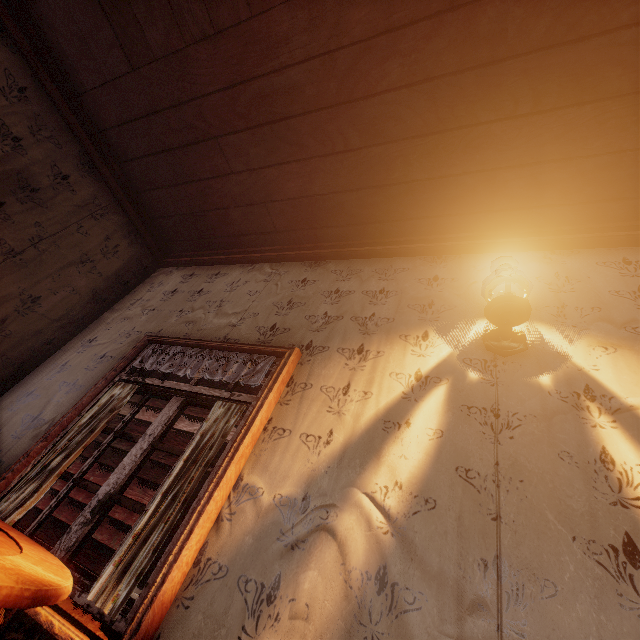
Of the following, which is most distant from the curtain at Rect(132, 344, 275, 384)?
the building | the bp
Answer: the bp

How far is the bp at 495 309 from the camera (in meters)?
1.78

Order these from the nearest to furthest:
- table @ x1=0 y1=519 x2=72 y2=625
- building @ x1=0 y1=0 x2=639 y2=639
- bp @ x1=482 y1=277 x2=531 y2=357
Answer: table @ x1=0 y1=519 x2=72 y2=625, building @ x1=0 y1=0 x2=639 y2=639, bp @ x1=482 y1=277 x2=531 y2=357

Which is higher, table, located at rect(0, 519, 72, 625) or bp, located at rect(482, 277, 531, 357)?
bp, located at rect(482, 277, 531, 357)

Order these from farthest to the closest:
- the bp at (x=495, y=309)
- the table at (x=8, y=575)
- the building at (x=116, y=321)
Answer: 1. the bp at (x=495, y=309)
2. the building at (x=116, y=321)
3. the table at (x=8, y=575)

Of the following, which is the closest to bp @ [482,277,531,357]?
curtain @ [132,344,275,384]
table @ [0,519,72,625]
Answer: curtain @ [132,344,275,384]

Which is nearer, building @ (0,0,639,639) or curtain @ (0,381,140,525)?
building @ (0,0,639,639)

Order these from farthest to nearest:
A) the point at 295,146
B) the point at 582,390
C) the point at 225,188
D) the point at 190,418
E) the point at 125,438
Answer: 1. the point at 190,418
2. the point at 225,188
3. the point at 295,146
4. the point at 125,438
5. the point at 582,390
